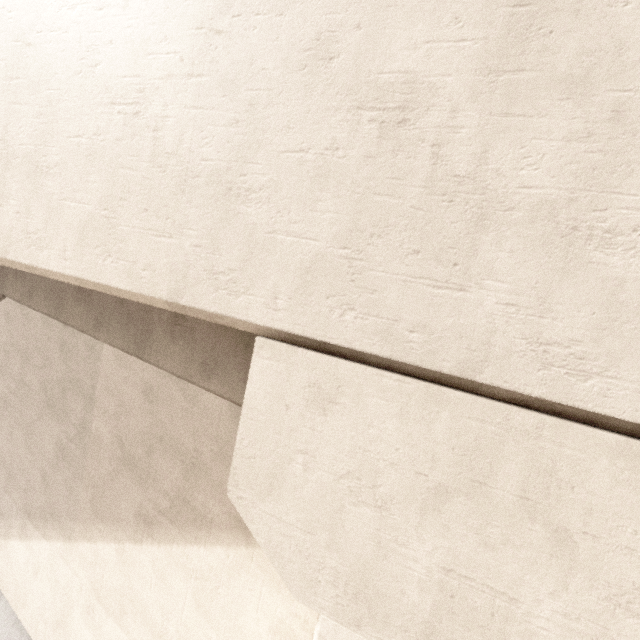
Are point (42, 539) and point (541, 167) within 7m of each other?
no
